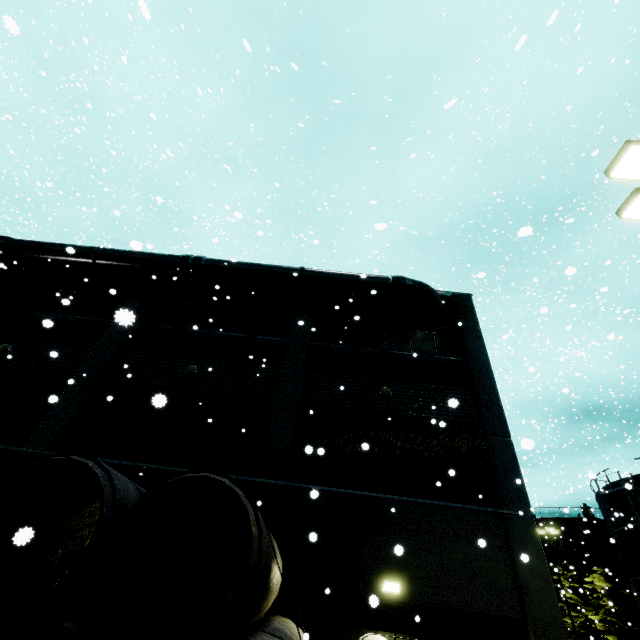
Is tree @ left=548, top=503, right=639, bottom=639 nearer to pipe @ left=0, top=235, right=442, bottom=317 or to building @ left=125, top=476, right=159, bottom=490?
building @ left=125, top=476, right=159, bottom=490

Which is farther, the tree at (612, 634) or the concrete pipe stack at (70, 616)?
the tree at (612, 634)

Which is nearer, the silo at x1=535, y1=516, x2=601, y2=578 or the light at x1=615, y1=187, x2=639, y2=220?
the light at x1=615, y1=187, x2=639, y2=220

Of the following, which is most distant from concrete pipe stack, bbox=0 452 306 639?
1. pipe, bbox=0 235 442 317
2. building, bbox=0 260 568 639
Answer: pipe, bbox=0 235 442 317

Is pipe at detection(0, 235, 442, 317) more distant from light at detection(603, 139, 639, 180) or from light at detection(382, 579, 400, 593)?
light at detection(382, 579, 400, 593)

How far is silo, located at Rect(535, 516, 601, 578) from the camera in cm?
3350

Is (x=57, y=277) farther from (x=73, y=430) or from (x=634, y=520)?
(x=634, y=520)

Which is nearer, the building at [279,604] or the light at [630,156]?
the light at [630,156]
